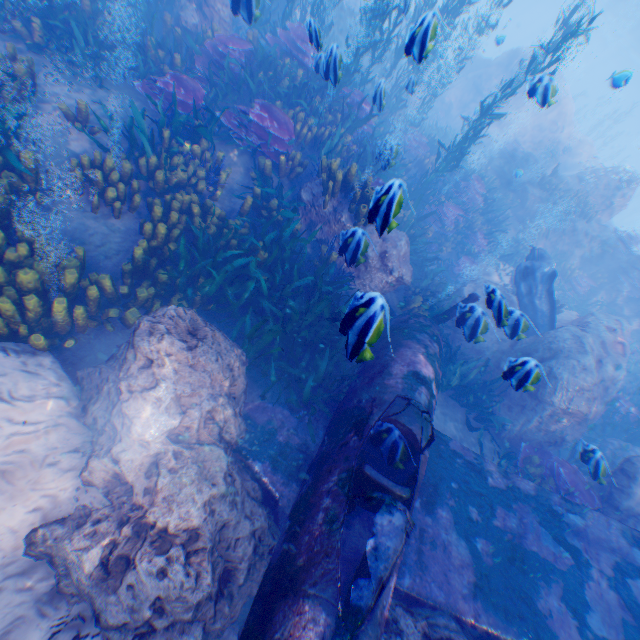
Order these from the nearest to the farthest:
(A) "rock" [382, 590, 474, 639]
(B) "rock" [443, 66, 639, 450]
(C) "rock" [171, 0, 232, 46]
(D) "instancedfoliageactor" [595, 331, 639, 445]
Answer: (A) "rock" [382, 590, 474, 639] → (B) "rock" [443, 66, 639, 450] → (C) "rock" [171, 0, 232, 46] → (D) "instancedfoliageactor" [595, 331, 639, 445]

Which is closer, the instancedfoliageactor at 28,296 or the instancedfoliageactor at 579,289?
the instancedfoliageactor at 28,296

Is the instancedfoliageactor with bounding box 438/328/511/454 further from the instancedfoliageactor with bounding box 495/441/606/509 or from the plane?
the instancedfoliageactor with bounding box 495/441/606/509

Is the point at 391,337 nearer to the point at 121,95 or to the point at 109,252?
the point at 109,252

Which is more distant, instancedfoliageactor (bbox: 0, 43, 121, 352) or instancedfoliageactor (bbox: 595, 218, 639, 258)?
instancedfoliageactor (bbox: 595, 218, 639, 258)

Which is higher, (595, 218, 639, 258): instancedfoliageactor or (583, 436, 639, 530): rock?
(595, 218, 639, 258): instancedfoliageactor

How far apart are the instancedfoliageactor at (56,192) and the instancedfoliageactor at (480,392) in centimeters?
811cm

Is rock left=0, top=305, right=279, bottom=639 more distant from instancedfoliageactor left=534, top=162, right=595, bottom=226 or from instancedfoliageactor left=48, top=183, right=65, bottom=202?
instancedfoliageactor left=48, top=183, right=65, bottom=202
